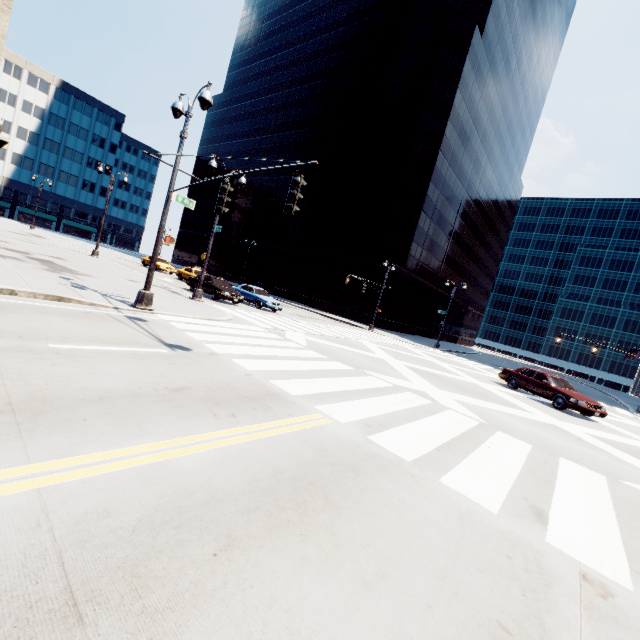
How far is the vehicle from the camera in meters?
14.5 m

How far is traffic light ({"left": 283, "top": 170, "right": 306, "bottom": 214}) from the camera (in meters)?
7.02

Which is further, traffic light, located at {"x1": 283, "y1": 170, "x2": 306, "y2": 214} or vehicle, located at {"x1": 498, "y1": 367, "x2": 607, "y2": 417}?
vehicle, located at {"x1": 498, "y1": 367, "x2": 607, "y2": 417}

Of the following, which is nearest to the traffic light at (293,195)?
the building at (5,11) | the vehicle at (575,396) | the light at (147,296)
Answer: the light at (147,296)

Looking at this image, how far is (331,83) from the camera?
51.8m

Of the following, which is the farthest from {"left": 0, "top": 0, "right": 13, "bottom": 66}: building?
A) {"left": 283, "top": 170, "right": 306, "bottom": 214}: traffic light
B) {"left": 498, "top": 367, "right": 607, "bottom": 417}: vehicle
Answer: {"left": 498, "top": 367, "right": 607, "bottom": 417}: vehicle

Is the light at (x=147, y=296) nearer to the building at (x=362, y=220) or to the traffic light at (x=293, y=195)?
the traffic light at (x=293, y=195)

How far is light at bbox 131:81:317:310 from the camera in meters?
8.1
